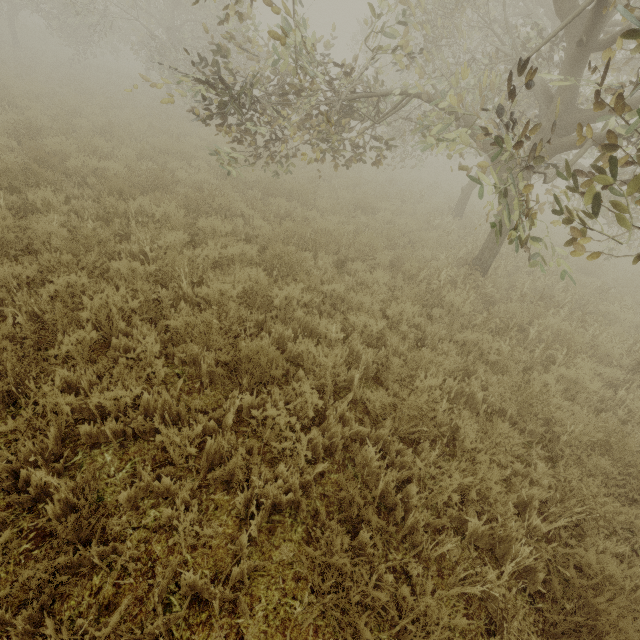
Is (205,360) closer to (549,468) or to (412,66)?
(549,468)
